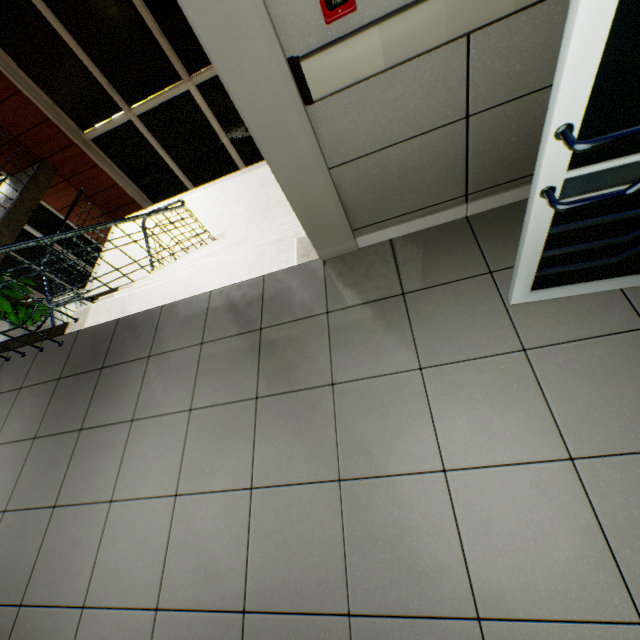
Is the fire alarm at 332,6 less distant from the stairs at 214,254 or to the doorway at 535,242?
the doorway at 535,242

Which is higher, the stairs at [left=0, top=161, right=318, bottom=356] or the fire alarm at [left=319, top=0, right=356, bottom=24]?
the fire alarm at [left=319, top=0, right=356, bottom=24]

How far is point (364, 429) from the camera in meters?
1.7 m

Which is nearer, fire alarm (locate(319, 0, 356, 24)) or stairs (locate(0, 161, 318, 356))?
fire alarm (locate(319, 0, 356, 24))

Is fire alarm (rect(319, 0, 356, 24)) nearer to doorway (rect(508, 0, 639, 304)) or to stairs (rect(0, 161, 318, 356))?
doorway (rect(508, 0, 639, 304))

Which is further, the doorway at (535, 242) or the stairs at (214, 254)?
the stairs at (214, 254)

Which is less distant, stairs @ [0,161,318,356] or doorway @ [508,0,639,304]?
doorway @ [508,0,639,304]

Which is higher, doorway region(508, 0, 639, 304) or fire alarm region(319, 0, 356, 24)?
fire alarm region(319, 0, 356, 24)
